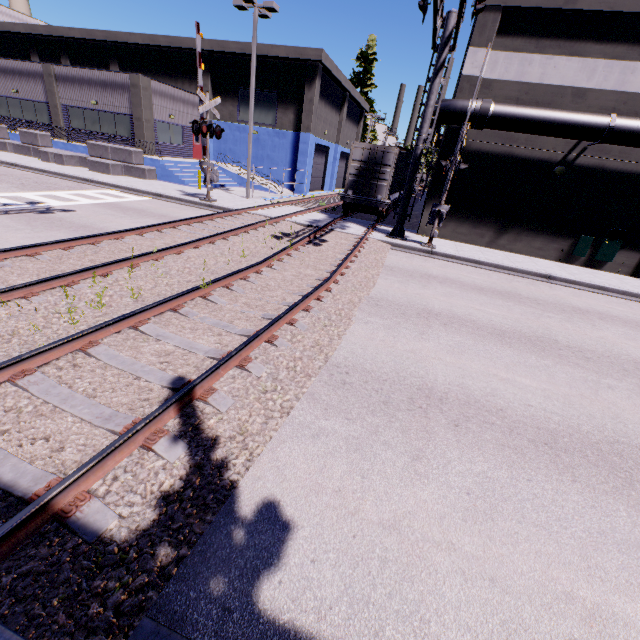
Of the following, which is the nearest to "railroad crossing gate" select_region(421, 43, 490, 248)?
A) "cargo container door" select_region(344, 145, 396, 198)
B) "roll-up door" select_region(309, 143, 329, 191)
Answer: "cargo container door" select_region(344, 145, 396, 198)

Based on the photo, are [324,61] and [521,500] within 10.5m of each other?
no

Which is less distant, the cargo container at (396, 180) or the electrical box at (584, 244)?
the electrical box at (584, 244)

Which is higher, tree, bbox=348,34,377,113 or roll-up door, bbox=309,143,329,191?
tree, bbox=348,34,377,113

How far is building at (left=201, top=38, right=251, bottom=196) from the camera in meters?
26.6

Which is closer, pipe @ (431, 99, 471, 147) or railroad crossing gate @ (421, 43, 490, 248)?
railroad crossing gate @ (421, 43, 490, 248)

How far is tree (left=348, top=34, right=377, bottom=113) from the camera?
44.19m

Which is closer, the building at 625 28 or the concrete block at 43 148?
the building at 625 28
